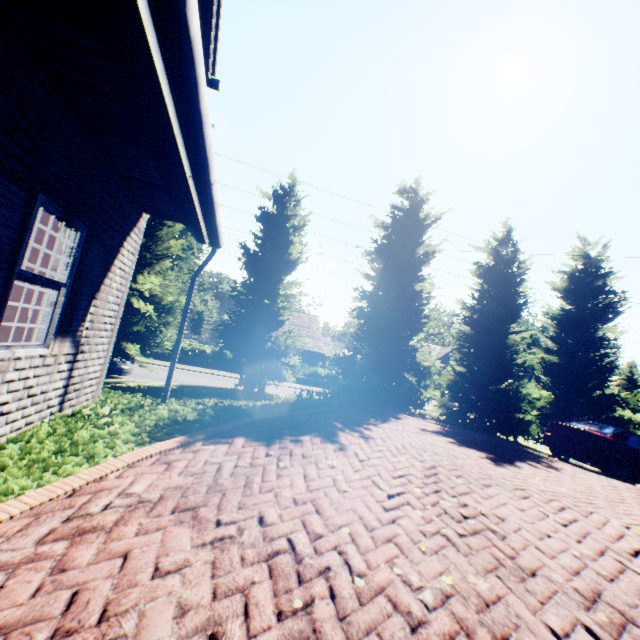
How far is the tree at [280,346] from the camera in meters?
11.9

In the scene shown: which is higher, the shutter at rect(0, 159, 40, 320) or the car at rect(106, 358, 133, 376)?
the shutter at rect(0, 159, 40, 320)

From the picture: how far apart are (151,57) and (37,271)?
5.08m

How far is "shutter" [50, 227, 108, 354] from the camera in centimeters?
397cm

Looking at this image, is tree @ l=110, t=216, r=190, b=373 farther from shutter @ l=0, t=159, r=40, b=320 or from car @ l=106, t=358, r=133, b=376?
shutter @ l=0, t=159, r=40, b=320

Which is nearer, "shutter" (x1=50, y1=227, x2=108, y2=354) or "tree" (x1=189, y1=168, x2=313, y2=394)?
"shutter" (x1=50, y1=227, x2=108, y2=354)

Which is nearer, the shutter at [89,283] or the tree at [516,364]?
the shutter at [89,283]

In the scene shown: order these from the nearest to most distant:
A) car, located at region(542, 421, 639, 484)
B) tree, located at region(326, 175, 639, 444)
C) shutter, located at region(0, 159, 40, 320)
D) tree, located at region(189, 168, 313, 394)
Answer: shutter, located at region(0, 159, 40, 320), car, located at region(542, 421, 639, 484), tree, located at region(189, 168, 313, 394), tree, located at region(326, 175, 639, 444)
